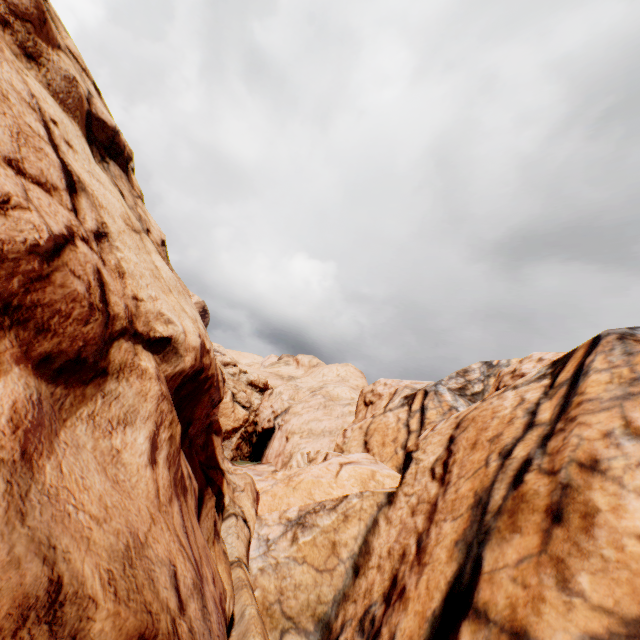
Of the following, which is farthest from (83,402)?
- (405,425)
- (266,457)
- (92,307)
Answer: (266,457)
